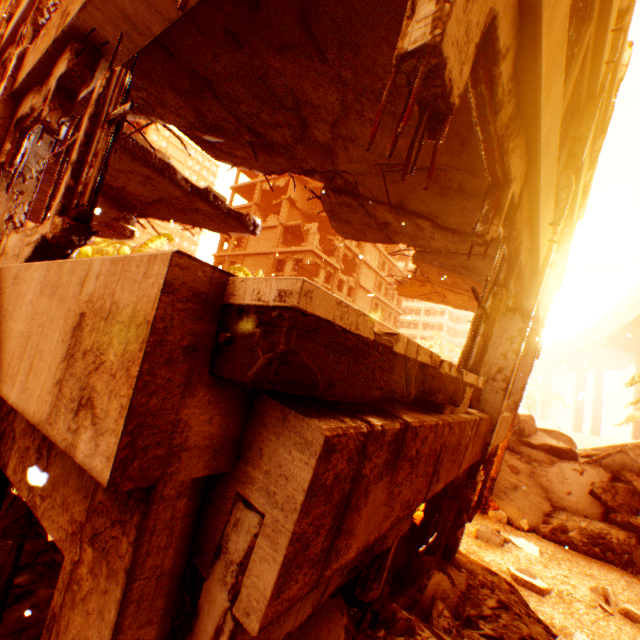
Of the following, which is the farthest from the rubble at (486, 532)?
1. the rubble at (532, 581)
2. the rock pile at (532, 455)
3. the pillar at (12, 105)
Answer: the rubble at (532, 581)

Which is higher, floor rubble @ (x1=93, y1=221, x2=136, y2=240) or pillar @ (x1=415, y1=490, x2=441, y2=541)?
floor rubble @ (x1=93, y1=221, x2=136, y2=240)

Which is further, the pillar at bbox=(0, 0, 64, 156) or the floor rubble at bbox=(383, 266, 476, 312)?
the floor rubble at bbox=(383, 266, 476, 312)

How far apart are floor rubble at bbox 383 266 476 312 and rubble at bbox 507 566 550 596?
5.70m

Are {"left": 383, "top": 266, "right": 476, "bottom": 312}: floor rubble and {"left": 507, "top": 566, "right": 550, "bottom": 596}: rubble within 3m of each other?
no

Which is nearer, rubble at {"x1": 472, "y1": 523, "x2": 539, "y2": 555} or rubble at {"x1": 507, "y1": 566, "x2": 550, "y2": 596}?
rubble at {"x1": 507, "y1": 566, "x2": 550, "y2": 596}

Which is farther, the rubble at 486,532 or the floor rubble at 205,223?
the rubble at 486,532

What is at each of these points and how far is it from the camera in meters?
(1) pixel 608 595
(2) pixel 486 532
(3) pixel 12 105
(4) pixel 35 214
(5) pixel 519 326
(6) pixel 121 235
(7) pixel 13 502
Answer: (1) rubble, 5.6 m
(2) rubble, 6.9 m
(3) pillar, 4.1 m
(4) floor rubble, 9.8 m
(5) pillar, 5.0 m
(6) floor rubble, 10.0 m
(7) rock pile, 3.7 m
